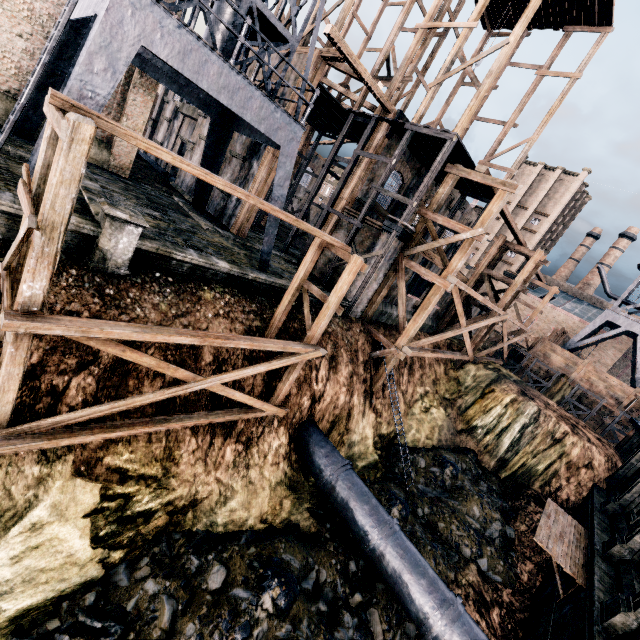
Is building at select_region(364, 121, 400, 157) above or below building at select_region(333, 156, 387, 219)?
above

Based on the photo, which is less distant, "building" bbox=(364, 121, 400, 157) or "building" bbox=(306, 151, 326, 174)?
"building" bbox=(364, 121, 400, 157)

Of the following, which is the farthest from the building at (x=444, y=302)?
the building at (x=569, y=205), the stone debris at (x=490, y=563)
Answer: the building at (x=569, y=205)

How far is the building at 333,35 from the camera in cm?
1603

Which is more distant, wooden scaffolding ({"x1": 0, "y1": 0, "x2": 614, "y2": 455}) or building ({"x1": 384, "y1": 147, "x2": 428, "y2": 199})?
building ({"x1": 384, "y1": 147, "x2": 428, "y2": 199})

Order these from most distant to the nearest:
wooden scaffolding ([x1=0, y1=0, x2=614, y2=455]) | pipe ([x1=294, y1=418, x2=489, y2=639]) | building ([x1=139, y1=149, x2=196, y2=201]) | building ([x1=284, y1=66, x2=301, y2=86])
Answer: building ([x1=139, y1=149, x2=196, y2=201])
building ([x1=284, y1=66, x2=301, y2=86])
pipe ([x1=294, y1=418, x2=489, y2=639])
wooden scaffolding ([x1=0, y1=0, x2=614, y2=455])

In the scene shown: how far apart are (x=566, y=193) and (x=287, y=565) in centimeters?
6773cm
